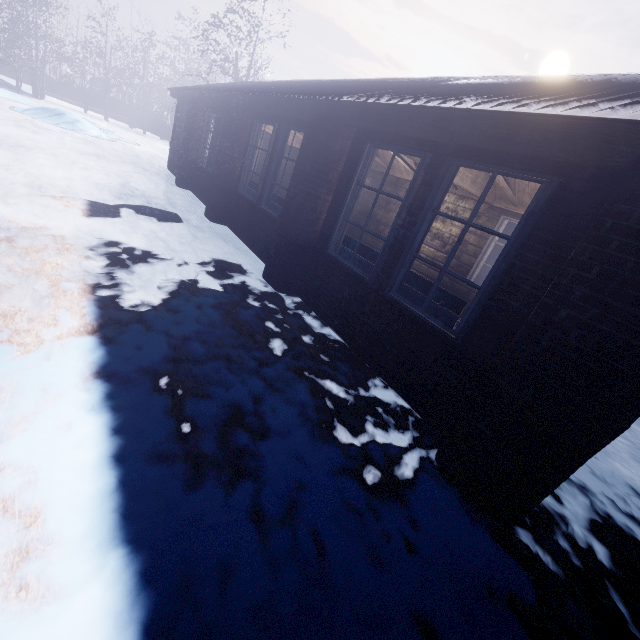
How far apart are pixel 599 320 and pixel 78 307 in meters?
3.5 m

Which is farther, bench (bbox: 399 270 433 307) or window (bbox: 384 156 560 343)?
bench (bbox: 399 270 433 307)

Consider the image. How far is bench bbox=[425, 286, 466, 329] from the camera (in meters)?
2.81

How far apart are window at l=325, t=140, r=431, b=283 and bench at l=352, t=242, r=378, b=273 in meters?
0.1

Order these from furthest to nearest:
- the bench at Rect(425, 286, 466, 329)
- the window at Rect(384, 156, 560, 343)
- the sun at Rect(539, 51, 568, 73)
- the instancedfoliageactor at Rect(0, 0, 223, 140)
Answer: the sun at Rect(539, 51, 568, 73) < the instancedfoliageactor at Rect(0, 0, 223, 140) < the bench at Rect(425, 286, 466, 329) < the window at Rect(384, 156, 560, 343)

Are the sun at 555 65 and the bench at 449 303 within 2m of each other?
no

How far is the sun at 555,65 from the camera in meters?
47.9

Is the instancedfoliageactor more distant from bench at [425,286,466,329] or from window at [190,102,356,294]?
bench at [425,286,466,329]
